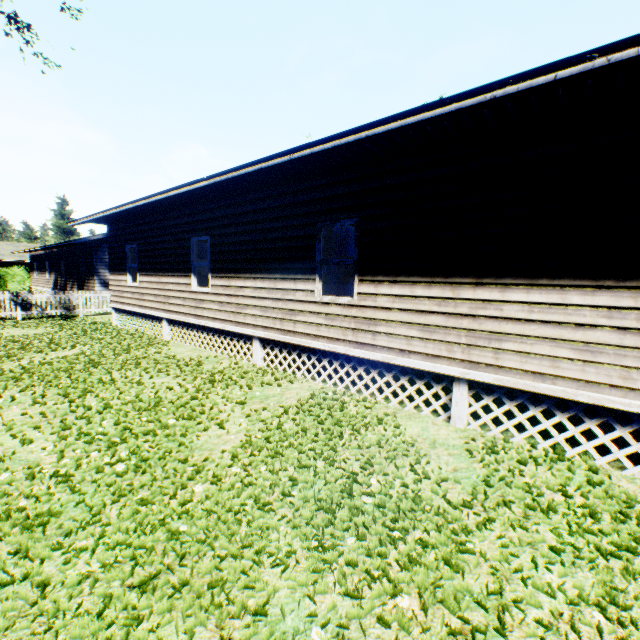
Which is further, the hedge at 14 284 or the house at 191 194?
the hedge at 14 284

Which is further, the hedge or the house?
the hedge

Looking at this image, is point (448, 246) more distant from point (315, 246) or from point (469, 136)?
point (315, 246)
